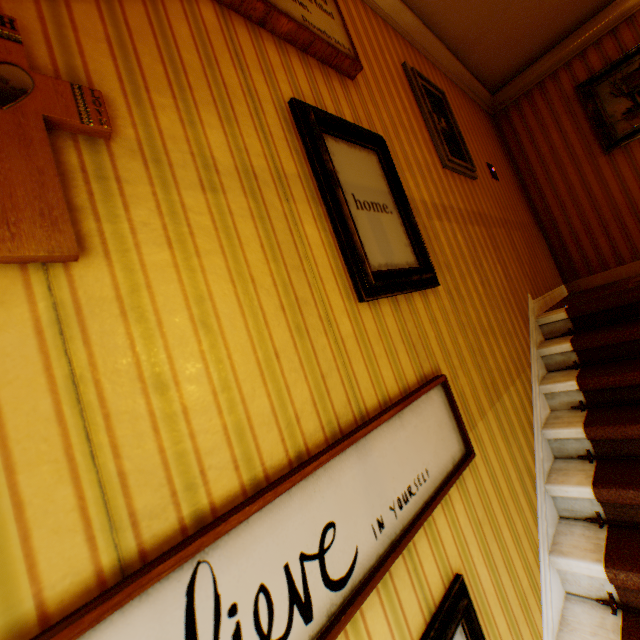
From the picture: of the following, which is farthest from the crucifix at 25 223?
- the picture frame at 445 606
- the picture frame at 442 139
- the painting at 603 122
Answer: the painting at 603 122

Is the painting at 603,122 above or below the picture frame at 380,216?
above

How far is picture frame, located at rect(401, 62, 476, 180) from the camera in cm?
273

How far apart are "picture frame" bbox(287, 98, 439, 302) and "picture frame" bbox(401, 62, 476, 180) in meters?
1.0

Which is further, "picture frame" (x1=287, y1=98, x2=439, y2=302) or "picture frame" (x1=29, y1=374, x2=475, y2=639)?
"picture frame" (x1=287, y1=98, x2=439, y2=302)

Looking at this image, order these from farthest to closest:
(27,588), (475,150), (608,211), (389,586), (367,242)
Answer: (608,211) → (475,150) → (367,242) → (389,586) → (27,588)

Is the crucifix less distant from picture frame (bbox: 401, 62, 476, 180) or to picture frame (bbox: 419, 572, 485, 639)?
picture frame (bbox: 419, 572, 485, 639)

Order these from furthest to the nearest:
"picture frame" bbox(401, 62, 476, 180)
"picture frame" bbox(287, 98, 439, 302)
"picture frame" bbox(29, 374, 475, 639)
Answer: "picture frame" bbox(401, 62, 476, 180) → "picture frame" bbox(287, 98, 439, 302) → "picture frame" bbox(29, 374, 475, 639)
